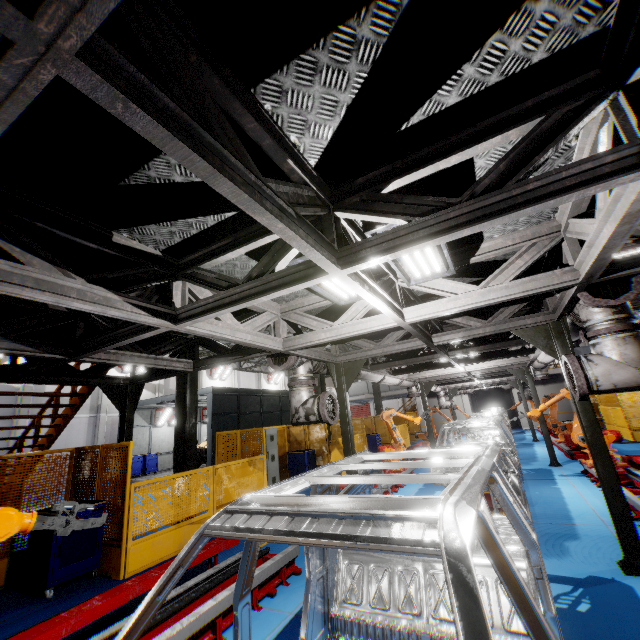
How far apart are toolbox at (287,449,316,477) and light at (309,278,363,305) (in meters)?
9.23

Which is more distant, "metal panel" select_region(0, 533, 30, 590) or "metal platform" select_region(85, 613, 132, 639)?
"metal panel" select_region(0, 533, 30, 590)

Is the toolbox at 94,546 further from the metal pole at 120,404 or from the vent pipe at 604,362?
the vent pipe at 604,362

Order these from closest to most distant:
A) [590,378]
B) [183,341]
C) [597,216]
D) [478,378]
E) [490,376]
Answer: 1. [597,216]
2. [590,378]
3. [183,341]
4. [490,376]
5. [478,378]

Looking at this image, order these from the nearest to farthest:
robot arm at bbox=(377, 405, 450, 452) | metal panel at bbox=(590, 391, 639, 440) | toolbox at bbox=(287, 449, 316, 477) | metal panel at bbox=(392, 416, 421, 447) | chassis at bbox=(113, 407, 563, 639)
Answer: chassis at bbox=(113, 407, 563, 639) → robot arm at bbox=(377, 405, 450, 452) → toolbox at bbox=(287, 449, 316, 477) → metal panel at bbox=(590, 391, 639, 440) → metal panel at bbox=(392, 416, 421, 447)

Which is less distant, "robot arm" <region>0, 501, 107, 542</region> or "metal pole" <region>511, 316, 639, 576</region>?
"robot arm" <region>0, 501, 107, 542</region>

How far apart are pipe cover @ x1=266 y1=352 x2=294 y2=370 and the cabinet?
5.6m

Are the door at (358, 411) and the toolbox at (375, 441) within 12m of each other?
no
